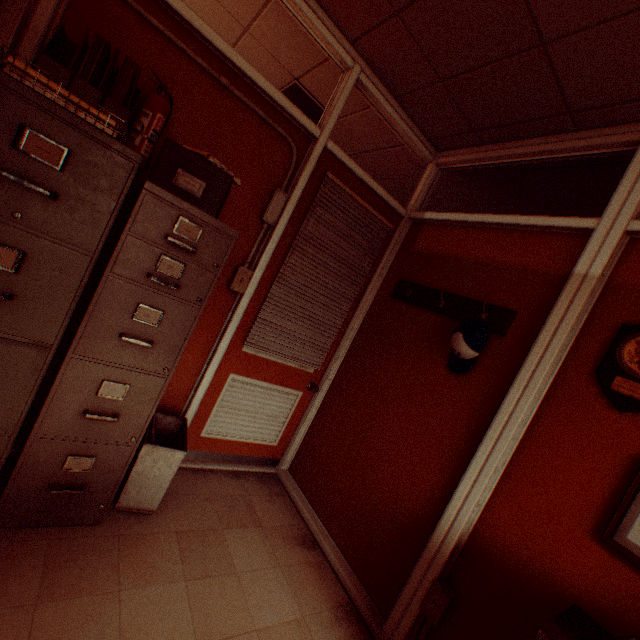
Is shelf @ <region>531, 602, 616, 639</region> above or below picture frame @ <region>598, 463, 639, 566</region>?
below

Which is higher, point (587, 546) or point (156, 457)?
point (587, 546)

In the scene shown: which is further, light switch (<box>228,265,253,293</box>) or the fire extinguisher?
light switch (<box>228,265,253,293</box>)

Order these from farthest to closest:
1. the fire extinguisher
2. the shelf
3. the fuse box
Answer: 1. the fuse box
2. the fire extinguisher
3. the shelf

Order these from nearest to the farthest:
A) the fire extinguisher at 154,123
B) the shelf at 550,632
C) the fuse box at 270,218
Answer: the shelf at 550,632 → the fire extinguisher at 154,123 → the fuse box at 270,218

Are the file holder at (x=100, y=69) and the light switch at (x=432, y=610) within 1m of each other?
no

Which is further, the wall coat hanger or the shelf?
the wall coat hanger

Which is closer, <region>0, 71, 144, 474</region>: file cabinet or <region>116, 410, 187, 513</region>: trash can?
<region>0, 71, 144, 474</region>: file cabinet
